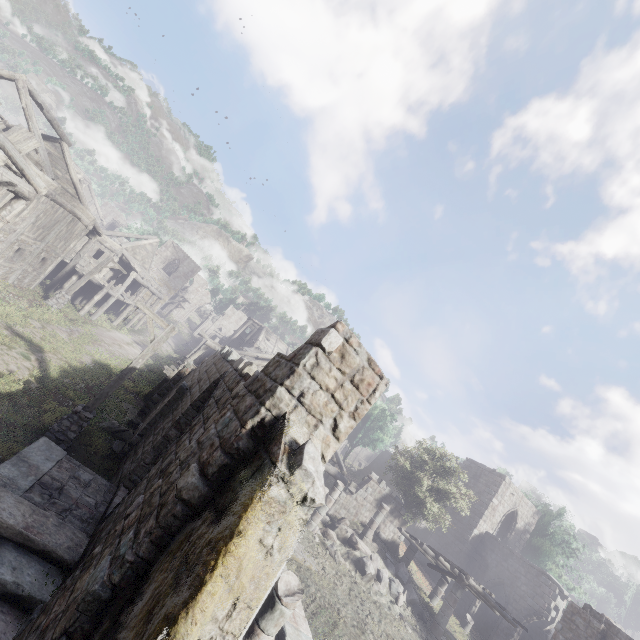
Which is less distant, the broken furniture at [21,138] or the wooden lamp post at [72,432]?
the wooden lamp post at [72,432]

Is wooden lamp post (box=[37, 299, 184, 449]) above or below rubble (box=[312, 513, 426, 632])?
below

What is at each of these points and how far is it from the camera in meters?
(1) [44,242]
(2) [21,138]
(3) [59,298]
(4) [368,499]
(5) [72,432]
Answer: (1) building, 18.4
(2) broken furniture, 13.4
(3) wooden lamp post, 20.2
(4) building, 21.2
(5) wooden lamp post, 9.6

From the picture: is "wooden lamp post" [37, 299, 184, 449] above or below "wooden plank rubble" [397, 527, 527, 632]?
below

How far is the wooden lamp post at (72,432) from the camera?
9.4m

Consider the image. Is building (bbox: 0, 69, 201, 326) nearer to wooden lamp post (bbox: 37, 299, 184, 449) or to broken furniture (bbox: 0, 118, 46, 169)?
broken furniture (bbox: 0, 118, 46, 169)

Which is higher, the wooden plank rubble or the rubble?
the wooden plank rubble

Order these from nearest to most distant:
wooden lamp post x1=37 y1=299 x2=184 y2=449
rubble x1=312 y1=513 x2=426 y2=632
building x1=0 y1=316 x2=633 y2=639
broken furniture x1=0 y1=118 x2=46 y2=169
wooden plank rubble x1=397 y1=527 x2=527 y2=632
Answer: building x1=0 y1=316 x2=633 y2=639, wooden lamp post x1=37 y1=299 x2=184 y2=449, broken furniture x1=0 y1=118 x2=46 y2=169, rubble x1=312 y1=513 x2=426 y2=632, wooden plank rubble x1=397 y1=527 x2=527 y2=632
